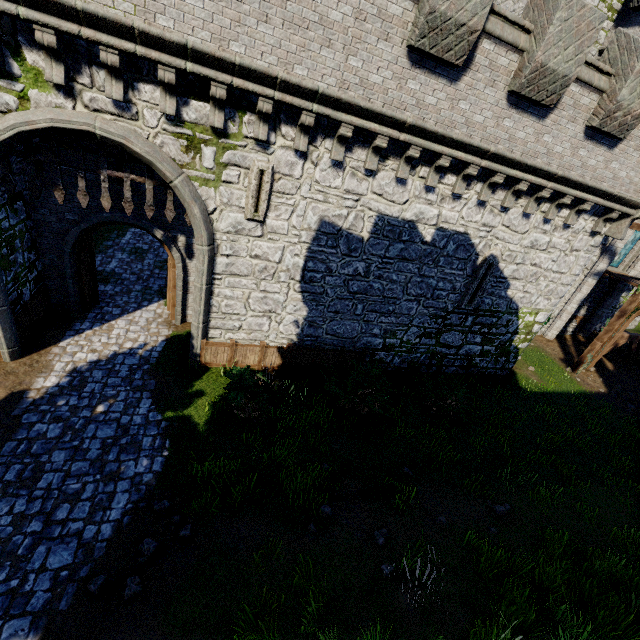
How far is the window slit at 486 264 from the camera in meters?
11.4 m

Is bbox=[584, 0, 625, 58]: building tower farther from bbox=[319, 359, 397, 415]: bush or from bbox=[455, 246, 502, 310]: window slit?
→ bbox=[319, 359, 397, 415]: bush

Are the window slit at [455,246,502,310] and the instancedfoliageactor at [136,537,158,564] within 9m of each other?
no

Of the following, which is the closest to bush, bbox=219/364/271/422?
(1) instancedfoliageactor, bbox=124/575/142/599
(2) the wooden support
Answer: (1) instancedfoliageactor, bbox=124/575/142/599

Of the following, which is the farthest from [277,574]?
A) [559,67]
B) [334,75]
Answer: [559,67]

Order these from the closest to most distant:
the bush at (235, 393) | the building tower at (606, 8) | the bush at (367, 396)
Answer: the bush at (235, 393), the bush at (367, 396), the building tower at (606, 8)

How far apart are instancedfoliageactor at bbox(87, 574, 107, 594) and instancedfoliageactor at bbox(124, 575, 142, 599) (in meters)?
0.33

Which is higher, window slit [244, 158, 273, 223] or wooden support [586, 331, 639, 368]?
window slit [244, 158, 273, 223]
